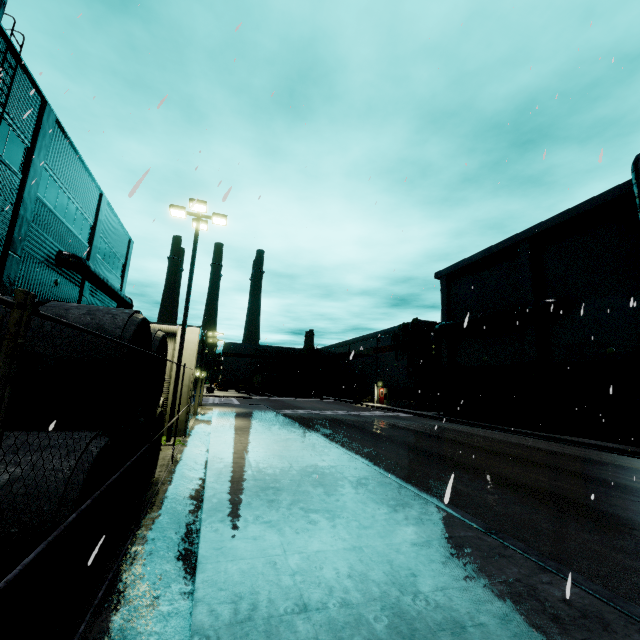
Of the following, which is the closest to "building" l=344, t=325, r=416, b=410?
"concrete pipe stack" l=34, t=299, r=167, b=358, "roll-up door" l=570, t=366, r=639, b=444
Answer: "roll-up door" l=570, t=366, r=639, b=444

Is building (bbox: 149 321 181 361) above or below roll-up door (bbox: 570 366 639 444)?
above

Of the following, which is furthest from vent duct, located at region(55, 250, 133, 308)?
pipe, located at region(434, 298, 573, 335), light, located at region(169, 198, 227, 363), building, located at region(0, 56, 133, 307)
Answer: pipe, located at region(434, 298, 573, 335)

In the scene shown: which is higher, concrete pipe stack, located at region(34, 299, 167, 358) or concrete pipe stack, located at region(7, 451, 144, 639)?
concrete pipe stack, located at region(34, 299, 167, 358)

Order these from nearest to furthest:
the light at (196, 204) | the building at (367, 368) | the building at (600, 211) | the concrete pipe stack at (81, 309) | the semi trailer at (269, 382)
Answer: the concrete pipe stack at (81, 309)
the light at (196, 204)
the building at (600, 211)
the building at (367, 368)
the semi trailer at (269, 382)

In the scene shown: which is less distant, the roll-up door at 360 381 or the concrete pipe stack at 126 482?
the concrete pipe stack at 126 482

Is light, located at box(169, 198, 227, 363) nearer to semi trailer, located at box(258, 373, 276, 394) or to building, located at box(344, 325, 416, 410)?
building, located at box(344, 325, 416, 410)

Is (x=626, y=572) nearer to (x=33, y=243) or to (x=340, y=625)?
(x=340, y=625)
